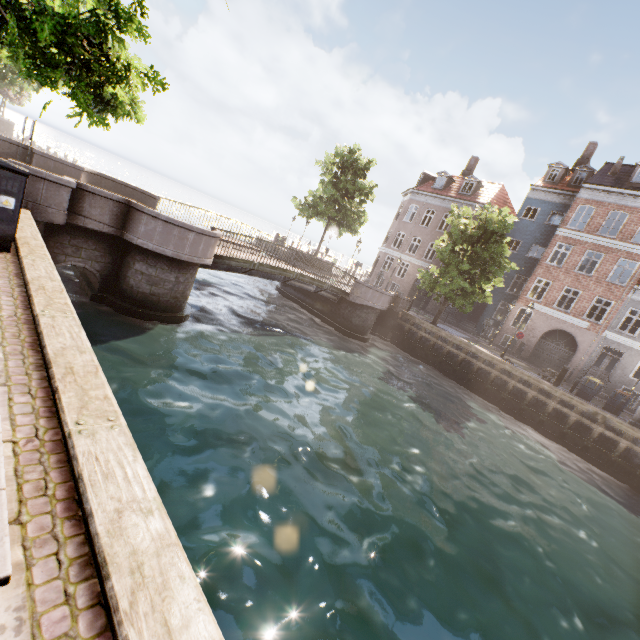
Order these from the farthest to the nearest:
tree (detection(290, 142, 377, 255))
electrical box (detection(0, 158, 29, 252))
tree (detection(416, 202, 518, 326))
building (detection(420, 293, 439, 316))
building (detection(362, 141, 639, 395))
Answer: building (detection(420, 293, 439, 316))
tree (detection(290, 142, 377, 255))
building (detection(362, 141, 639, 395))
tree (detection(416, 202, 518, 326))
electrical box (detection(0, 158, 29, 252))

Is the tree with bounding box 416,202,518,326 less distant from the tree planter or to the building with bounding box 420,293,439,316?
the building with bounding box 420,293,439,316

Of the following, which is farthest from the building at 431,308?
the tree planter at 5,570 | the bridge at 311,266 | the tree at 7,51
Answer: the tree planter at 5,570

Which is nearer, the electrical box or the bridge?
the electrical box

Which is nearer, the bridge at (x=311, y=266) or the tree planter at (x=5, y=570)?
the tree planter at (x=5, y=570)

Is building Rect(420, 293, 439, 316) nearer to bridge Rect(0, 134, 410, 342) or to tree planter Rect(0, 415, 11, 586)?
bridge Rect(0, 134, 410, 342)

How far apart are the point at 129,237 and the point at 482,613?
11.76m

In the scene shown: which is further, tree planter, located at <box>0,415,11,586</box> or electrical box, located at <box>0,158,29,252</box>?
electrical box, located at <box>0,158,29,252</box>
